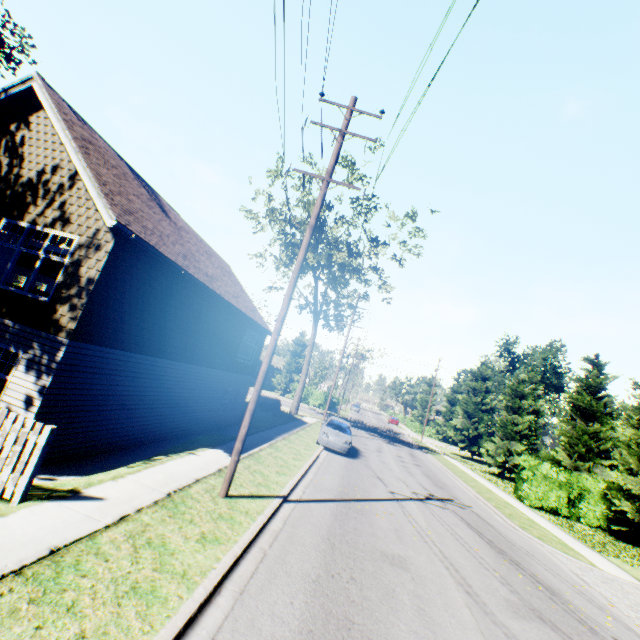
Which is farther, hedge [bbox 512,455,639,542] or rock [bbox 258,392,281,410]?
rock [bbox 258,392,281,410]

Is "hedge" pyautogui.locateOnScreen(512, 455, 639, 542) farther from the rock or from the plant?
the plant

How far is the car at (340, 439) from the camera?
17.4m

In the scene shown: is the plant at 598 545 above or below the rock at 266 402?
below

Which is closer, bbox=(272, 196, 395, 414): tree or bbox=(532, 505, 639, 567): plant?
bbox=(532, 505, 639, 567): plant

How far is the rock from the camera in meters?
29.0

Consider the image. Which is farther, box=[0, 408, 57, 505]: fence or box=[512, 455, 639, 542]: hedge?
box=[512, 455, 639, 542]: hedge

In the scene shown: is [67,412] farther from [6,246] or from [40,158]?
[40,158]
